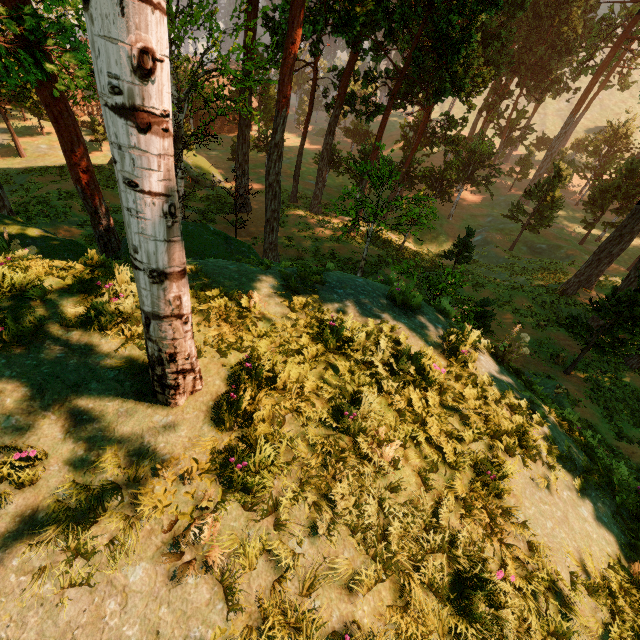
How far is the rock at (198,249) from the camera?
6.6m

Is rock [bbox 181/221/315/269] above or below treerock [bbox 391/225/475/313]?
above

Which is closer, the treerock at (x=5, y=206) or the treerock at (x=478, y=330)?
the treerock at (x=478, y=330)

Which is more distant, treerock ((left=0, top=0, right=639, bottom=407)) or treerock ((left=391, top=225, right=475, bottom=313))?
treerock ((left=391, top=225, right=475, bottom=313))

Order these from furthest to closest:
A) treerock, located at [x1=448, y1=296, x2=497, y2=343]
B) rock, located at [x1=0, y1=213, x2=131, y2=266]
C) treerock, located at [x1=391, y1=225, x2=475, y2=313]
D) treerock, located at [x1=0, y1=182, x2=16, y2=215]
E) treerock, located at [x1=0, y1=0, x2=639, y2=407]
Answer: treerock, located at [x1=0, y1=182, x2=16, y2=215], treerock, located at [x1=391, y1=225, x2=475, y2=313], treerock, located at [x1=448, y1=296, x2=497, y2=343], rock, located at [x1=0, y1=213, x2=131, y2=266], treerock, located at [x1=0, y1=0, x2=639, y2=407]

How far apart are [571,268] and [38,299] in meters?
36.1 m

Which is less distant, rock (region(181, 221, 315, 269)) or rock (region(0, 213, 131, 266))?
rock (region(0, 213, 131, 266))
